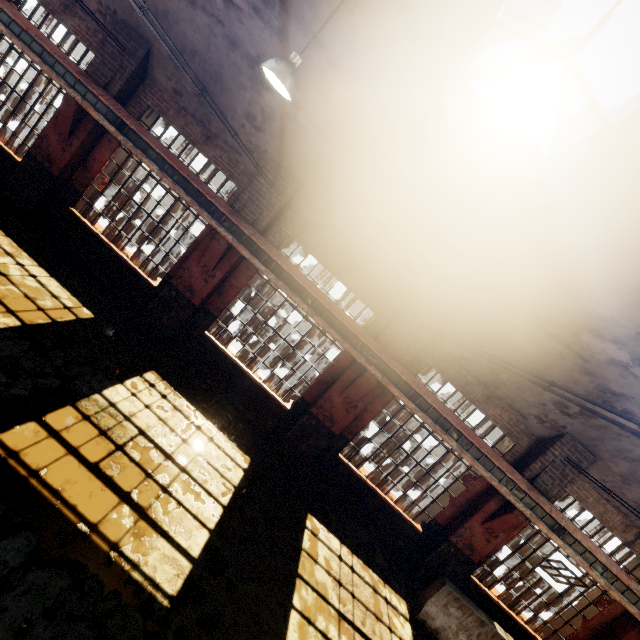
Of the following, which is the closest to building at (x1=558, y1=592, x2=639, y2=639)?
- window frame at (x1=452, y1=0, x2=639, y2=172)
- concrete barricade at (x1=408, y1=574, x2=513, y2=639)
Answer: window frame at (x1=452, y1=0, x2=639, y2=172)

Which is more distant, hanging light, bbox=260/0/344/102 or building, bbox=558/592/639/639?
building, bbox=558/592/639/639

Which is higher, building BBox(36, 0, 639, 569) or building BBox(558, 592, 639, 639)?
building BBox(36, 0, 639, 569)

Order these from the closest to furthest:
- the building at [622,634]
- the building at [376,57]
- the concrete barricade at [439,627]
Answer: the building at [376,57] < the concrete barricade at [439,627] < the building at [622,634]

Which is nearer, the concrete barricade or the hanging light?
the hanging light

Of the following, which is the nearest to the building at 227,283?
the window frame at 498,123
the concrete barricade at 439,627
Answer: the window frame at 498,123

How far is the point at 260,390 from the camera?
8.9m

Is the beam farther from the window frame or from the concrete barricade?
the window frame
